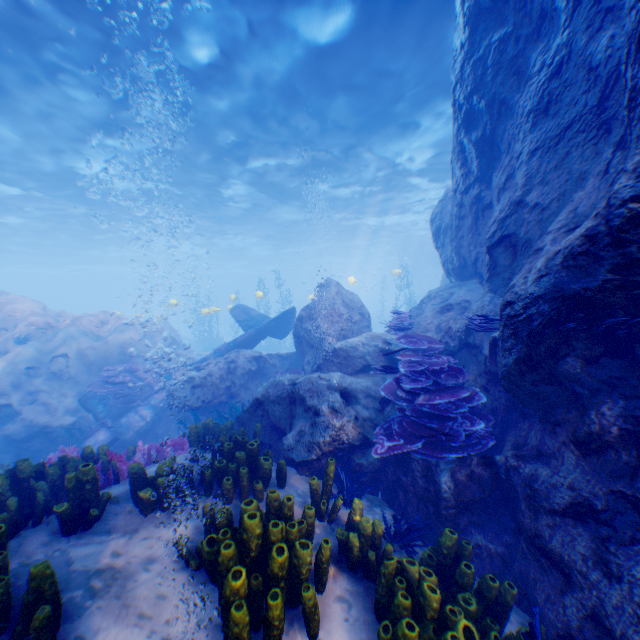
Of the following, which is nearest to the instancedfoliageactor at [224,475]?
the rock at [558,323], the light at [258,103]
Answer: the rock at [558,323]

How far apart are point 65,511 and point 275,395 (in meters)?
3.51

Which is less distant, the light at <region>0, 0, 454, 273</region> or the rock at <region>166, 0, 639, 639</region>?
the rock at <region>166, 0, 639, 639</region>

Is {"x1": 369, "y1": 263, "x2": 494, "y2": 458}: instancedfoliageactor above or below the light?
below

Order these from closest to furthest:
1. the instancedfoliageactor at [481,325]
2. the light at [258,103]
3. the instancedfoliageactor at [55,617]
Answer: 1. the instancedfoliageactor at [55,617]
2. the instancedfoliageactor at [481,325]
3. the light at [258,103]

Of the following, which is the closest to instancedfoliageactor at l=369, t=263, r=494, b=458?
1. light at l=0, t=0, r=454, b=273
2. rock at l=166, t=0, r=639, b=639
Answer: rock at l=166, t=0, r=639, b=639

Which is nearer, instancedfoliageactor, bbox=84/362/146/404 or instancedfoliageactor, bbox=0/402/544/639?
instancedfoliageactor, bbox=0/402/544/639
